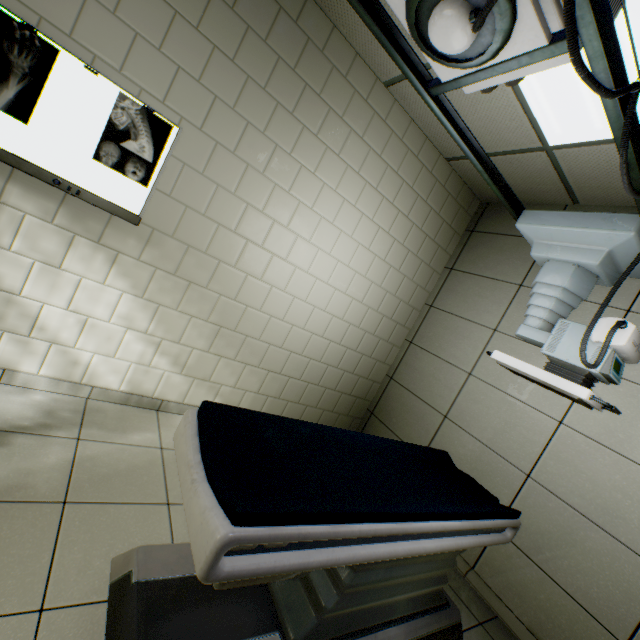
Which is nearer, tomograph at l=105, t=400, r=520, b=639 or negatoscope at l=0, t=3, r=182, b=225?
tomograph at l=105, t=400, r=520, b=639

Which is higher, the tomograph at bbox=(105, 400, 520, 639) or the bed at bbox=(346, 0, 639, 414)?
the bed at bbox=(346, 0, 639, 414)

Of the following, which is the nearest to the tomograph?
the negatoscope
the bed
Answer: the bed

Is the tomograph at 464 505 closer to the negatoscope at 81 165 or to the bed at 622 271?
the bed at 622 271

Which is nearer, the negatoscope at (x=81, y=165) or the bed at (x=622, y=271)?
the bed at (x=622, y=271)

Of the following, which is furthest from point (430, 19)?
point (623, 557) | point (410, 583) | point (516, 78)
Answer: point (623, 557)

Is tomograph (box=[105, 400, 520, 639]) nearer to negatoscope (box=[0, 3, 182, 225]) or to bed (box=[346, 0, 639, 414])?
bed (box=[346, 0, 639, 414])

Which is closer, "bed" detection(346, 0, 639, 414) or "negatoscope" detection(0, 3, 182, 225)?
"bed" detection(346, 0, 639, 414)
